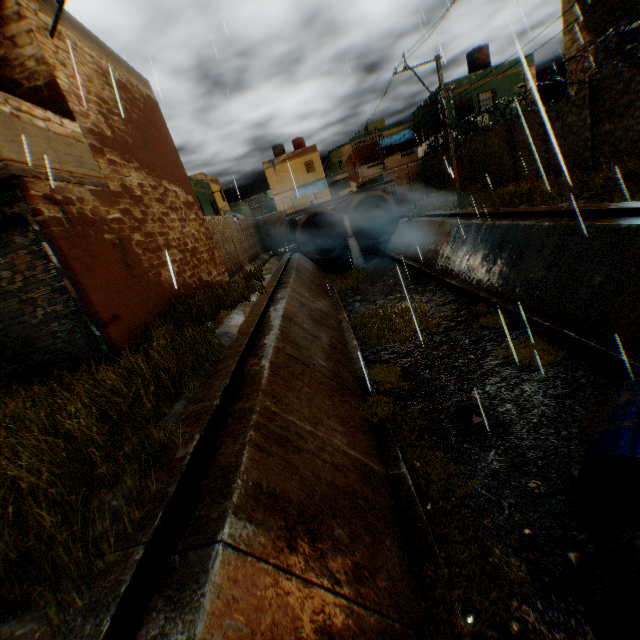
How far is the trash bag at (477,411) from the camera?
6.0m

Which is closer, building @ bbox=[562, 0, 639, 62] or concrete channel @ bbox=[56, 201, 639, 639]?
concrete channel @ bbox=[56, 201, 639, 639]

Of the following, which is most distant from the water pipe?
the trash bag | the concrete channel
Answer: the trash bag

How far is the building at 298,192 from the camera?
37.6 meters

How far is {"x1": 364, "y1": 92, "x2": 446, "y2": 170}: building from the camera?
26.1m

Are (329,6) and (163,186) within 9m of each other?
yes

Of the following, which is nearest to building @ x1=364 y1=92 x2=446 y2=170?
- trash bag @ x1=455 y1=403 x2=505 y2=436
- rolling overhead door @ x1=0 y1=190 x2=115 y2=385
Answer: rolling overhead door @ x1=0 y1=190 x2=115 y2=385

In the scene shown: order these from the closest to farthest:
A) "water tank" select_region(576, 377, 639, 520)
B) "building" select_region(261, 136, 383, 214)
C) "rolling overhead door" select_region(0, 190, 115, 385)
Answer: "water tank" select_region(576, 377, 639, 520) → "rolling overhead door" select_region(0, 190, 115, 385) → "building" select_region(261, 136, 383, 214)
